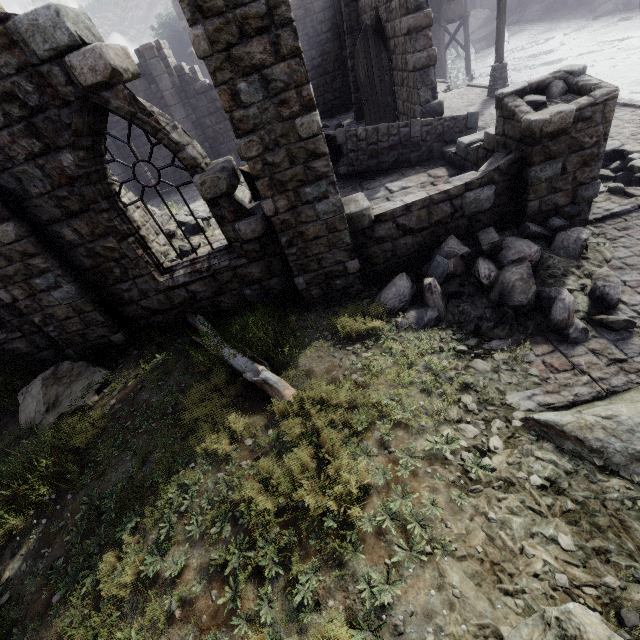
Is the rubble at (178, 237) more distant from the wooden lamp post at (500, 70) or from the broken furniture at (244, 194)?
the wooden lamp post at (500, 70)

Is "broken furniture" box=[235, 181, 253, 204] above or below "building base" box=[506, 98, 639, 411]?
above

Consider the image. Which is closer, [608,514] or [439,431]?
[608,514]

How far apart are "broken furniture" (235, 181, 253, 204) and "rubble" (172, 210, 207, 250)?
0.4m

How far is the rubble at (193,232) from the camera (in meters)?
10.46

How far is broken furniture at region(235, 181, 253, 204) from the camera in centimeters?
1214cm

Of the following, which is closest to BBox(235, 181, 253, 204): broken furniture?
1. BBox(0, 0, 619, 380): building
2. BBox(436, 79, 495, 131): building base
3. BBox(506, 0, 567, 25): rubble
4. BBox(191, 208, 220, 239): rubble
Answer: BBox(191, 208, 220, 239): rubble

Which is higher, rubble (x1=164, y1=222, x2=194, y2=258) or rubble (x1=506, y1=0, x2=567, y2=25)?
rubble (x1=164, y1=222, x2=194, y2=258)
